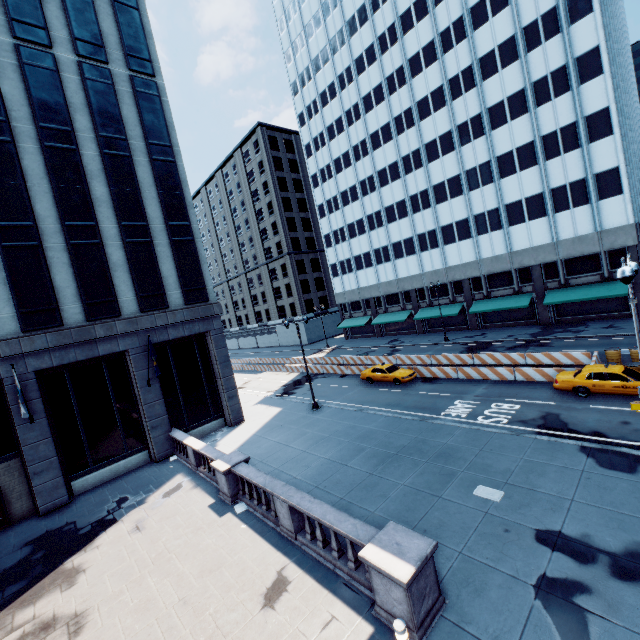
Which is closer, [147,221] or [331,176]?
[147,221]

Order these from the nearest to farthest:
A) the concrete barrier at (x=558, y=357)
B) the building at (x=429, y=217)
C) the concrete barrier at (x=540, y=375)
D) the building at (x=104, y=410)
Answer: the building at (x=104, y=410) → the concrete barrier at (x=540, y=375) → the concrete barrier at (x=558, y=357) → the building at (x=429, y=217)

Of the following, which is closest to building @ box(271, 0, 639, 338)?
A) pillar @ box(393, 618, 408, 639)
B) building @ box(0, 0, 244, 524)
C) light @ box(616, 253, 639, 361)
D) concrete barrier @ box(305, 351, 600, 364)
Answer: concrete barrier @ box(305, 351, 600, 364)

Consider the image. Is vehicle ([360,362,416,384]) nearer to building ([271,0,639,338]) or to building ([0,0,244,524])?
building ([0,0,244,524])

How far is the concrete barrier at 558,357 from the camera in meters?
22.8 m

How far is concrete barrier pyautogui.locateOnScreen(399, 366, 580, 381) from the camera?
20.9m

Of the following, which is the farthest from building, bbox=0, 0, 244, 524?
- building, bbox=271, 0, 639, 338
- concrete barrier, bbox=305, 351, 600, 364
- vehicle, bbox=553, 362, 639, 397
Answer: building, bbox=271, 0, 639, 338

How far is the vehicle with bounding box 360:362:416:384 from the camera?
26.7 meters
